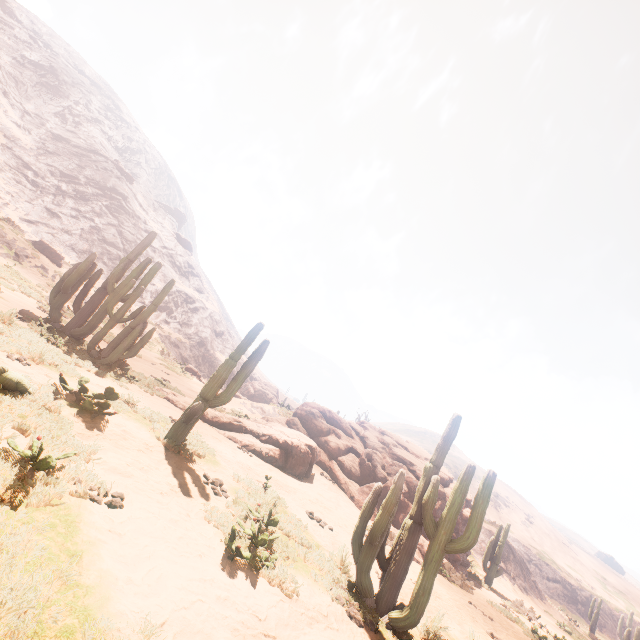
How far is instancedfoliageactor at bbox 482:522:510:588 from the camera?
17.70m

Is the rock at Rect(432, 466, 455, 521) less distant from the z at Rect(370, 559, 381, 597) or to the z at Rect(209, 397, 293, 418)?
the z at Rect(370, 559, 381, 597)

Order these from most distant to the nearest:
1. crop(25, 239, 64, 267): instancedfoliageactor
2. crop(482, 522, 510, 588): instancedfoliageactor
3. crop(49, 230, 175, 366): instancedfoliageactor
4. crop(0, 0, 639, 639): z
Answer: crop(25, 239, 64, 267): instancedfoliageactor, crop(482, 522, 510, 588): instancedfoliageactor, crop(49, 230, 175, 366): instancedfoliageactor, crop(0, 0, 639, 639): z

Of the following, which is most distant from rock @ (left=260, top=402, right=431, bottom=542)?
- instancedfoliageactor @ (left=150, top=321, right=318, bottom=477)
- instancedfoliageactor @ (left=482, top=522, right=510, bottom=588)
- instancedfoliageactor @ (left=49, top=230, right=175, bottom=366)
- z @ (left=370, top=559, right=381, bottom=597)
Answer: instancedfoliageactor @ (left=49, top=230, right=175, bottom=366)

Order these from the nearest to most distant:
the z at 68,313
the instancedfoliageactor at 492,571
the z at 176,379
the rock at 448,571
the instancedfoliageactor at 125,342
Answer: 1. the z at 176,379
2. the instancedfoliageactor at 125,342
3. the rock at 448,571
4. the z at 68,313
5. the instancedfoliageactor at 492,571

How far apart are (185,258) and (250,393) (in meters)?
28.86

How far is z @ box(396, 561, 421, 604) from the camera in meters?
7.1 m

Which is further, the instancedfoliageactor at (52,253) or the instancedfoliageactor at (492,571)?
the instancedfoliageactor at (52,253)
